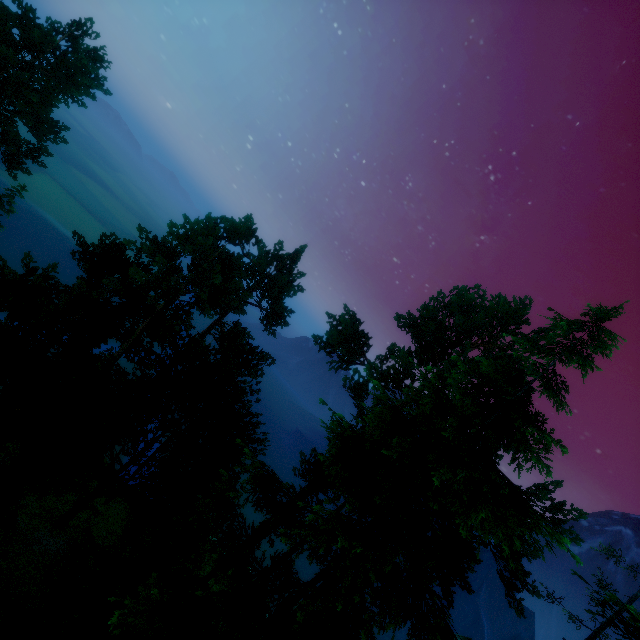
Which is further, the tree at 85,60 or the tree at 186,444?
the tree at 85,60

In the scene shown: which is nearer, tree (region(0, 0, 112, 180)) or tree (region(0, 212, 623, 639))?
tree (region(0, 212, 623, 639))

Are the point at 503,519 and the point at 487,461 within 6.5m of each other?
yes
